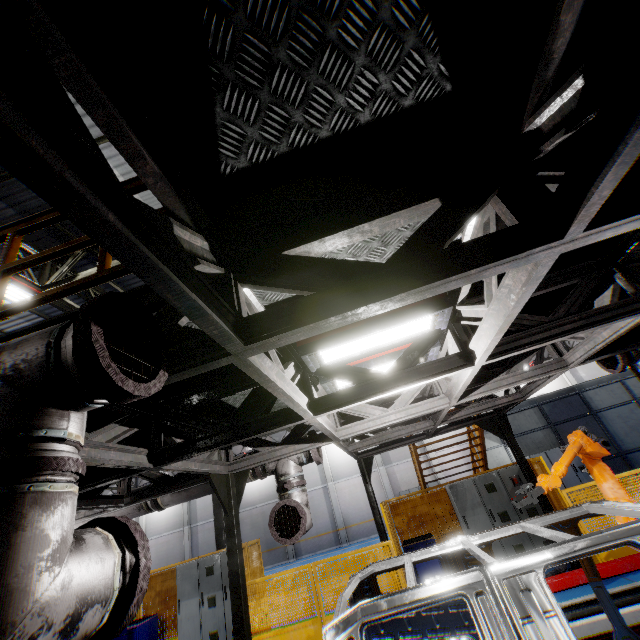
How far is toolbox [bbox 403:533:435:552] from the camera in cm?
802

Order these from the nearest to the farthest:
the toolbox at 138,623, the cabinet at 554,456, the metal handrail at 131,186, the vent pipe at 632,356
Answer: the metal handrail at 131,186 < the vent pipe at 632,356 < the toolbox at 138,623 < the cabinet at 554,456

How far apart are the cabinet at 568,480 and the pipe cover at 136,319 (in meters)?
17.13

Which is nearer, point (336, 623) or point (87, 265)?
point (336, 623)

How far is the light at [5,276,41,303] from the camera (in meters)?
6.32

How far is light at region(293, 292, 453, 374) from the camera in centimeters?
319cm

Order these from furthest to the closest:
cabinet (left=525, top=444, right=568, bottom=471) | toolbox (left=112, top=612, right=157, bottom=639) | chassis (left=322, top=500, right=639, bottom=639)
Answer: cabinet (left=525, top=444, right=568, bottom=471), toolbox (left=112, top=612, right=157, bottom=639), chassis (left=322, top=500, right=639, bottom=639)

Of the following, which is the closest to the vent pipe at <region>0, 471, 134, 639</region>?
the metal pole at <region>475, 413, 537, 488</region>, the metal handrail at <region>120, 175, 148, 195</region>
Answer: the metal handrail at <region>120, 175, 148, 195</region>
